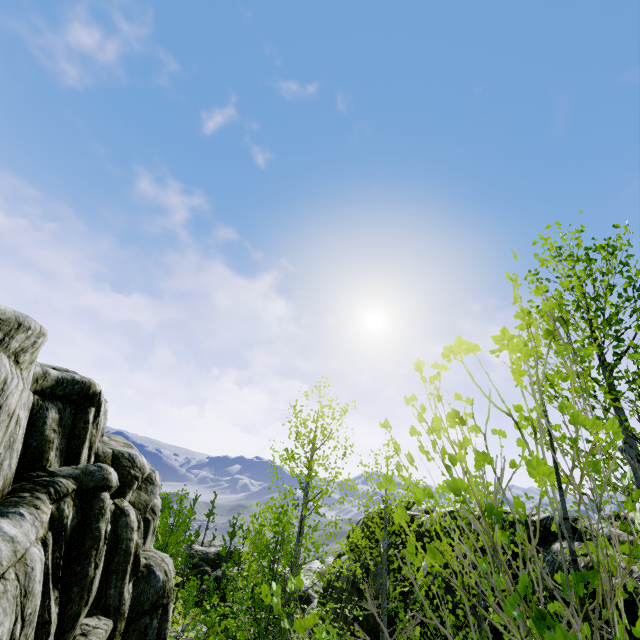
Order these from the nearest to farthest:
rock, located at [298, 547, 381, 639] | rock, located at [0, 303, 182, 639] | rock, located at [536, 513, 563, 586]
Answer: rock, located at [536, 513, 563, 586]
rock, located at [0, 303, 182, 639]
rock, located at [298, 547, 381, 639]

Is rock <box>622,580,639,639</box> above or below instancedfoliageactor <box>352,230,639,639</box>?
below

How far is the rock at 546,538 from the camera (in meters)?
6.57

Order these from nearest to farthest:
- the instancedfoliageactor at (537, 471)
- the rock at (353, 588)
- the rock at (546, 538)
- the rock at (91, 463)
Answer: the instancedfoliageactor at (537, 471) < the rock at (546, 538) < the rock at (91, 463) < the rock at (353, 588)

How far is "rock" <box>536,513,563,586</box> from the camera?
6.57m

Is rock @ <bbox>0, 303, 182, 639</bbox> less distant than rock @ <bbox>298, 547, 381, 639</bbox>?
Yes

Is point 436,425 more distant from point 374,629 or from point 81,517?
point 81,517
